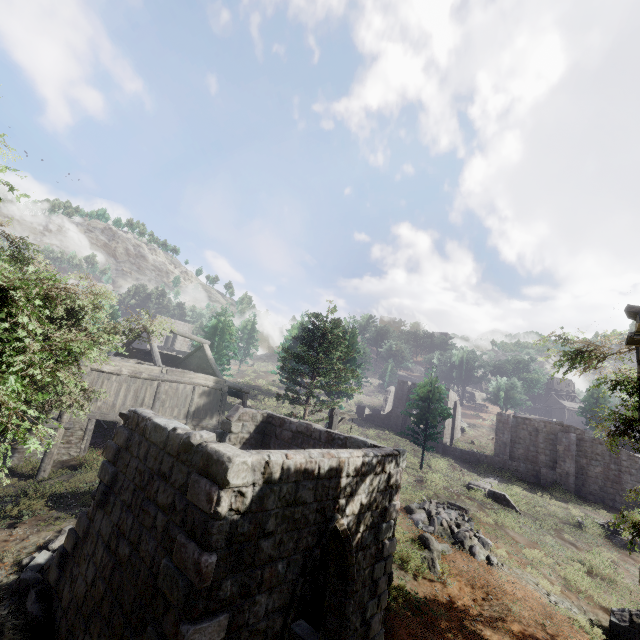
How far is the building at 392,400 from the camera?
37.0 meters

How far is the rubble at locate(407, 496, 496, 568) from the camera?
14.40m

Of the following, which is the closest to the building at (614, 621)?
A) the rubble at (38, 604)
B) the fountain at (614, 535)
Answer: the rubble at (38, 604)

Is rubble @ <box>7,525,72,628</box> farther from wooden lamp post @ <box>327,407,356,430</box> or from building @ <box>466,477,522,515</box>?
building @ <box>466,477,522,515</box>

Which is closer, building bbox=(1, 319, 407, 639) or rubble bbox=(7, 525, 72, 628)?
building bbox=(1, 319, 407, 639)

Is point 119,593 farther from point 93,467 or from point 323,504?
point 93,467

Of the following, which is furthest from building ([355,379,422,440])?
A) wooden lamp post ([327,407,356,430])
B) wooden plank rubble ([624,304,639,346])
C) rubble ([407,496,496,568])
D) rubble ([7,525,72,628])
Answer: wooden plank rubble ([624,304,639,346])

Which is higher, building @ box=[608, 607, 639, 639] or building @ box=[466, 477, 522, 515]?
building @ box=[466, 477, 522, 515]
